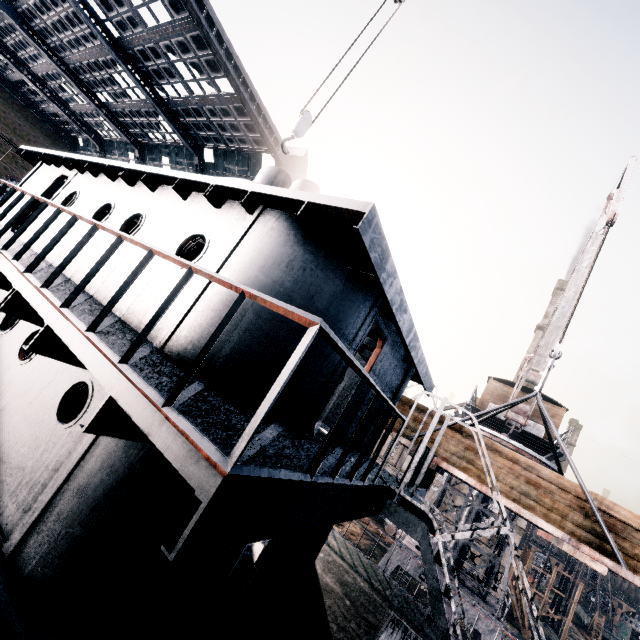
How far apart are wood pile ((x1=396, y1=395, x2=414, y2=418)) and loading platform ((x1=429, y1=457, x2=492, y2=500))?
0.0m

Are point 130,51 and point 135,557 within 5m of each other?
no

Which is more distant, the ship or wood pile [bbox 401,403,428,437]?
wood pile [bbox 401,403,428,437]

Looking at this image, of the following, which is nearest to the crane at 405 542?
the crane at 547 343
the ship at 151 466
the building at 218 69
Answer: the crane at 547 343

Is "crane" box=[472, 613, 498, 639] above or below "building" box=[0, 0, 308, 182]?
below

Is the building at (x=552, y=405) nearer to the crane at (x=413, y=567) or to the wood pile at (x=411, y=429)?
the crane at (x=413, y=567)

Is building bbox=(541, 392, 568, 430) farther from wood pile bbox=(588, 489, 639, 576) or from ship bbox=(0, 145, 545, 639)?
ship bbox=(0, 145, 545, 639)
